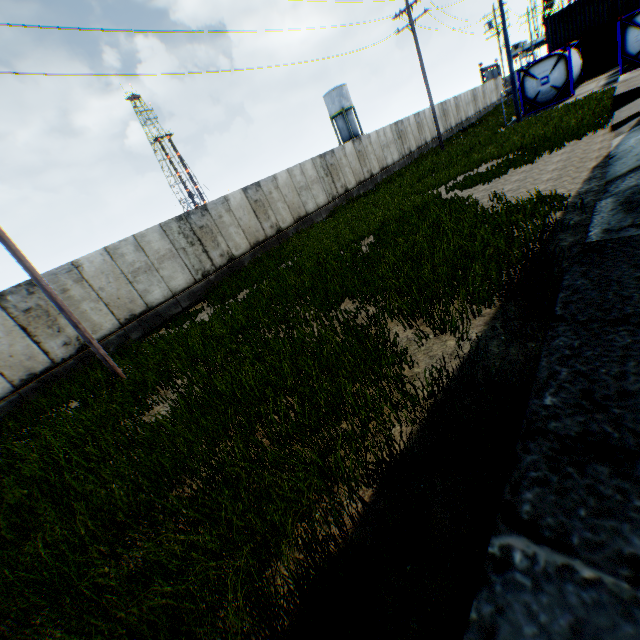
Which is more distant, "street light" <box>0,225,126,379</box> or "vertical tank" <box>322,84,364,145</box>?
"vertical tank" <box>322,84,364,145</box>

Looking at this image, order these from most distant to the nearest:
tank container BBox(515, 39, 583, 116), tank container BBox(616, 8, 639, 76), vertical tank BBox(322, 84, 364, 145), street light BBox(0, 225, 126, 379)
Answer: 1. vertical tank BBox(322, 84, 364, 145)
2. tank container BBox(515, 39, 583, 116)
3. tank container BBox(616, 8, 639, 76)
4. street light BBox(0, 225, 126, 379)

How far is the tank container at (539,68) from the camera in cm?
2092

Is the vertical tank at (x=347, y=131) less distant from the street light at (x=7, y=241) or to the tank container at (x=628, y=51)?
the tank container at (x=628, y=51)

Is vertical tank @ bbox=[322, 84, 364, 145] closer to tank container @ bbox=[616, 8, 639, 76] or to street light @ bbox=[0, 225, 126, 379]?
tank container @ bbox=[616, 8, 639, 76]

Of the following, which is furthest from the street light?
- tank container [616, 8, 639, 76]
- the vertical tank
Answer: the vertical tank

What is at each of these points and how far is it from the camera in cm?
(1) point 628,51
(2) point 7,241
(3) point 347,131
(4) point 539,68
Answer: (1) tank container, 1903
(2) street light, 738
(3) vertical tank, 5231
(4) tank container, 2156

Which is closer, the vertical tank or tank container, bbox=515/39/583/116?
tank container, bbox=515/39/583/116
